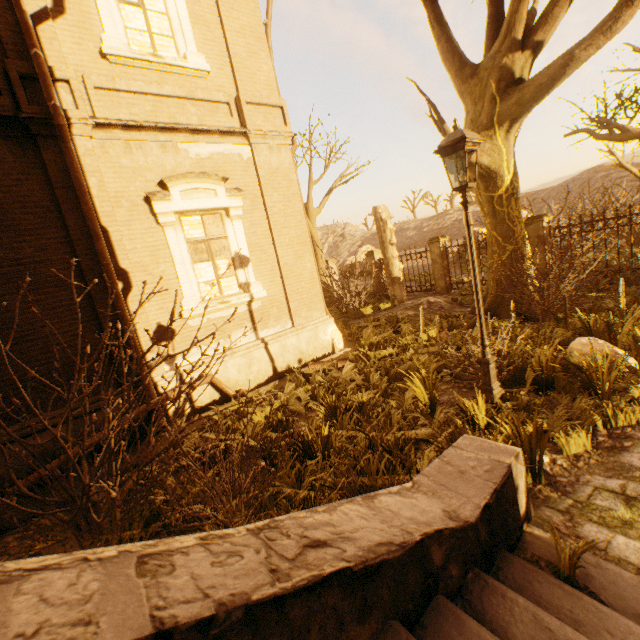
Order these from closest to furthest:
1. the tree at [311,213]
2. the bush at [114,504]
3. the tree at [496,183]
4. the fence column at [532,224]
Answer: the bush at [114,504], the tree at [496,183], the fence column at [532,224], the tree at [311,213]

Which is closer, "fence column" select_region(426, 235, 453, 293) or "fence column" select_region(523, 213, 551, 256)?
"fence column" select_region(523, 213, 551, 256)

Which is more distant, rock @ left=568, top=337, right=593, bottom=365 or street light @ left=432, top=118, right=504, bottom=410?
rock @ left=568, top=337, right=593, bottom=365

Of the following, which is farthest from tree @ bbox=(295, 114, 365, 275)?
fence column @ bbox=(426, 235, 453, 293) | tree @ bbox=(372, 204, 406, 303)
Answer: tree @ bbox=(372, 204, 406, 303)

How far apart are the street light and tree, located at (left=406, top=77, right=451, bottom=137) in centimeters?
661cm

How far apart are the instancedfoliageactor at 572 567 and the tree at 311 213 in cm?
1250

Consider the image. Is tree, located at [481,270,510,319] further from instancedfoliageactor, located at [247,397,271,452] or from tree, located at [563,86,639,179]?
tree, located at [563,86,639,179]

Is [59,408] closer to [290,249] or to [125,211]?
[125,211]
